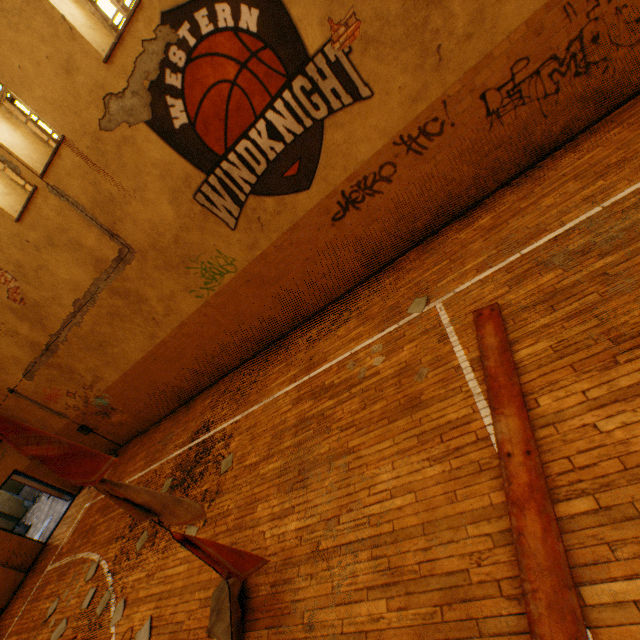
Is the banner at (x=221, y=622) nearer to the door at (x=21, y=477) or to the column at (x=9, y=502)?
the door at (x=21, y=477)

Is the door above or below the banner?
above

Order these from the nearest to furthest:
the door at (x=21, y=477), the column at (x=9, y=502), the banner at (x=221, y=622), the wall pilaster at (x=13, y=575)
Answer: the banner at (x=221, y=622) < the wall pilaster at (x=13, y=575) < the door at (x=21, y=477) < the column at (x=9, y=502)

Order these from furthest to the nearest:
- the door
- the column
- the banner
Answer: the column < the door < the banner

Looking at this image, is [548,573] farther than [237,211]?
No

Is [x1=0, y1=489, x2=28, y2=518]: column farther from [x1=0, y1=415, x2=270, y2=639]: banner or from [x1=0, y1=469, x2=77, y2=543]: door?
[x1=0, y1=415, x2=270, y2=639]: banner

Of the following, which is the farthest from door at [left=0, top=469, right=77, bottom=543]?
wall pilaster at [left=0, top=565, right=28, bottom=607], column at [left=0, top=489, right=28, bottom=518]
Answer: column at [left=0, top=489, right=28, bottom=518]

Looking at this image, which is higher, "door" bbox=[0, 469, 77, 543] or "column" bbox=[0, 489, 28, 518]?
"door" bbox=[0, 469, 77, 543]
